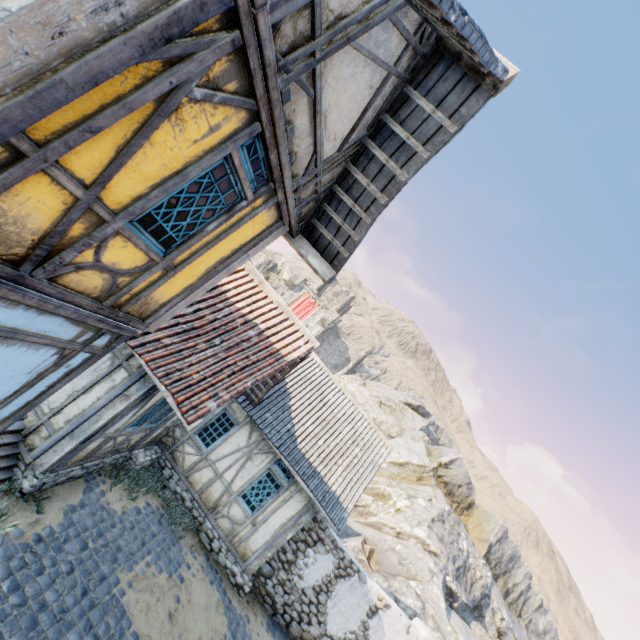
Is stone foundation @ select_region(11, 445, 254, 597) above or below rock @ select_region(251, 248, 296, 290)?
below

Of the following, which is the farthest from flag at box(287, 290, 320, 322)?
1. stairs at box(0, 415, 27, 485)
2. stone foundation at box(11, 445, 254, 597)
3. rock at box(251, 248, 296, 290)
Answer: stairs at box(0, 415, 27, 485)

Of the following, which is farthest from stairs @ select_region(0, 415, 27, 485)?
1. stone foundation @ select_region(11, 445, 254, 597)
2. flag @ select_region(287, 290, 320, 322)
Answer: flag @ select_region(287, 290, 320, 322)

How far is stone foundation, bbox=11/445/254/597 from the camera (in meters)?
6.11

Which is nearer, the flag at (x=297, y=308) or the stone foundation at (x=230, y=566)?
the stone foundation at (x=230, y=566)

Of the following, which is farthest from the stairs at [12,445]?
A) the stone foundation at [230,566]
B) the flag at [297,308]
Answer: the flag at [297,308]

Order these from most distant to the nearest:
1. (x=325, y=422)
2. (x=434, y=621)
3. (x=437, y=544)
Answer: (x=437, y=544), (x=434, y=621), (x=325, y=422)
